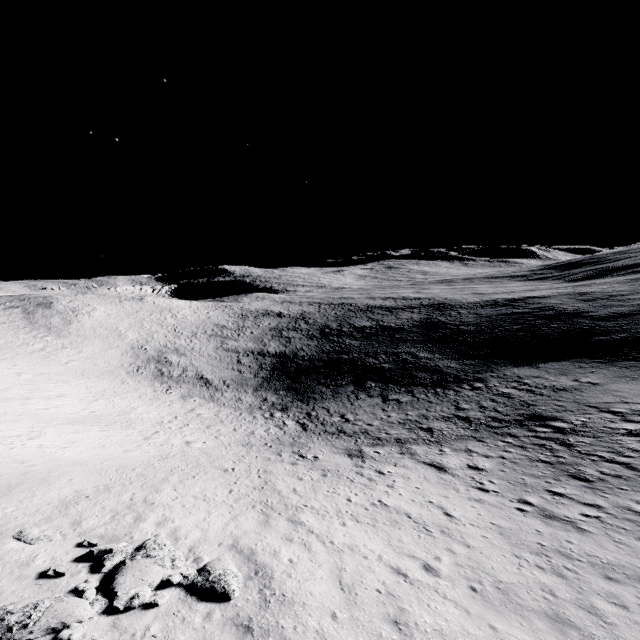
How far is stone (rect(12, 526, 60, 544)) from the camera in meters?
11.1 m

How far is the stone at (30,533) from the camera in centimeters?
1105cm

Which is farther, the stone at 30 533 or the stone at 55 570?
the stone at 30 533

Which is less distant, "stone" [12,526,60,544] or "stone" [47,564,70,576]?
"stone" [47,564,70,576]

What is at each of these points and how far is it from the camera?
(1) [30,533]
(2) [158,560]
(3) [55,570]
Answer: (1) stone, 11.4 meters
(2) stone, 10.0 meters
(3) stone, 9.6 meters

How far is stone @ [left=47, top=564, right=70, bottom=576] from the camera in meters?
9.5 m

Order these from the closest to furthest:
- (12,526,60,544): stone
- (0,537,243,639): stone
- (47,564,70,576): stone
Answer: (0,537,243,639): stone → (47,564,70,576): stone → (12,526,60,544): stone
